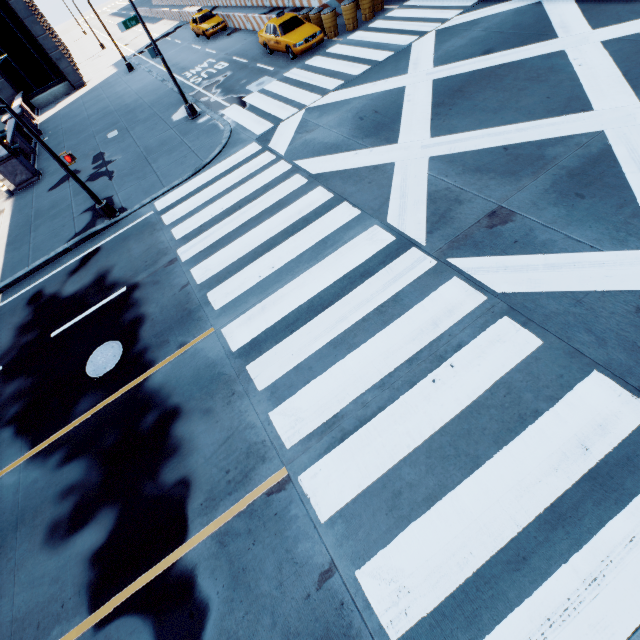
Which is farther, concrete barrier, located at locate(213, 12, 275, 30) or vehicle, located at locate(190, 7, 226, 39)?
vehicle, located at locate(190, 7, 226, 39)

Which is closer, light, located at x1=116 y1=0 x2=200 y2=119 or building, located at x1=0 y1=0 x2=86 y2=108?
light, located at x1=116 y1=0 x2=200 y2=119

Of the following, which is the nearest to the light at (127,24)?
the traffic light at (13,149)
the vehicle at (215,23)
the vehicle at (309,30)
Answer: the vehicle at (309,30)

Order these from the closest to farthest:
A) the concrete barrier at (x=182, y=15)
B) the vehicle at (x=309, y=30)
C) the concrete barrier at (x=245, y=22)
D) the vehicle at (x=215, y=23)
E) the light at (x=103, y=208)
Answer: the light at (x=103, y=208), the vehicle at (x=309, y=30), the concrete barrier at (x=245, y=22), the vehicle at (x=215, y=23), the concrete barrier at (x=182, y=15)

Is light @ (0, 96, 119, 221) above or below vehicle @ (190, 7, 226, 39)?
below

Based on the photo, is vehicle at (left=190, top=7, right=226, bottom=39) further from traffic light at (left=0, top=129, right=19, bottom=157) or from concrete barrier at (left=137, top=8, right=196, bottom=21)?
traffic light at (left=0, top=129, right=19, bottom=157)

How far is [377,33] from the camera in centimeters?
1623cm

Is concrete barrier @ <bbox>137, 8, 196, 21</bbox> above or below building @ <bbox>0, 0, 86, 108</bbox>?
below
